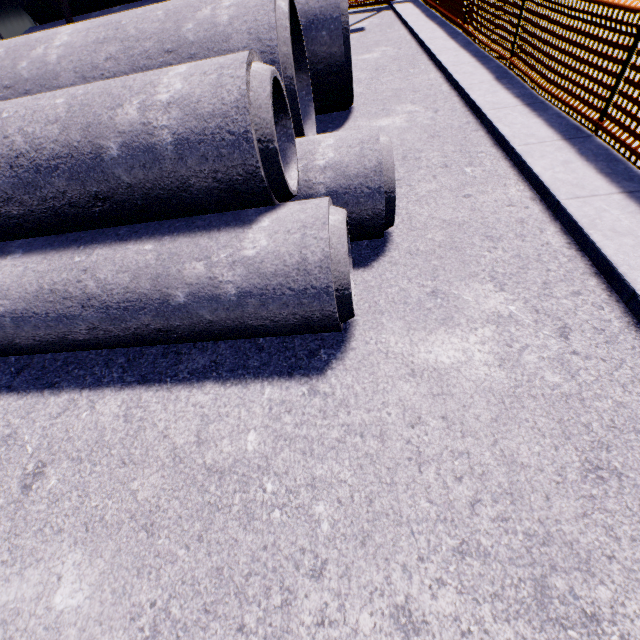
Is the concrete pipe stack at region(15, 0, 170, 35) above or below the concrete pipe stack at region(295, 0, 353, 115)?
above

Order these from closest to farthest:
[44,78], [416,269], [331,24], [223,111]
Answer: [223,111] → [416,269] → [44,78] → [331,24]

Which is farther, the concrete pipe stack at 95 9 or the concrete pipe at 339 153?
the concrete pipe stack at 95 9

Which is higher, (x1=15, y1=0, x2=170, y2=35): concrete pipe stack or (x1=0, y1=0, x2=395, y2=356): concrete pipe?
(x1=15, y1=0, x2=170, y2=35): concrete pipe stack

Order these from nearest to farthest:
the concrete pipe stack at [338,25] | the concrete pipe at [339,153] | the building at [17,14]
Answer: the concrete pipe at [339,153], the concrete pipe stack at [338,25], the building at [17,14]

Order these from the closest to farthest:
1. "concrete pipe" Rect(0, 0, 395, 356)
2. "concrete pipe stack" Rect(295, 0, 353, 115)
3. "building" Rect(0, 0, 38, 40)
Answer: "concrete pipe" Rect(0, 0, 395, 356), "concrete pipe stack" Rect(295, 0, 353, 115), "building" Rect(0, 0, 38, 40)

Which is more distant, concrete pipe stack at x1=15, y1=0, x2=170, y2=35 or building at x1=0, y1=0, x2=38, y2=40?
building at x1=0, y1=0, x2=38, y2=40

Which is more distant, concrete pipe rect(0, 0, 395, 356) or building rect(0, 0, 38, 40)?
building rect(0, 0, 38, 40)
